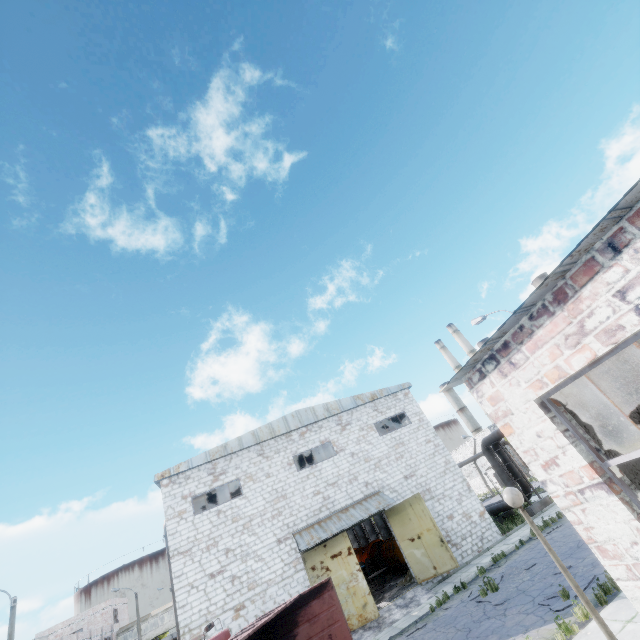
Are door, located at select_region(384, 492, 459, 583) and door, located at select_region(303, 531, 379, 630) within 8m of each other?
yes

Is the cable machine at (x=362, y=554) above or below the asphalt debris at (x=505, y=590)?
above

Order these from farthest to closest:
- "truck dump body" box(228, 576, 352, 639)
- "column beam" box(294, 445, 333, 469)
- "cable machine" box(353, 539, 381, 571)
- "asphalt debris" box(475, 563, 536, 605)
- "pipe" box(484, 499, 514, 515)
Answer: "column beam" box(294, 445, 333, 469) < "cable machine" box(353, 539, 381, 571) < "pipe" box(484, 499, 514, 515) < "asphalt debris" box(475, 563, 536, 605) < "truck dump body" box(228, 576, 352, 639)

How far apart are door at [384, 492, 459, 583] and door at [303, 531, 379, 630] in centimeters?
329cm

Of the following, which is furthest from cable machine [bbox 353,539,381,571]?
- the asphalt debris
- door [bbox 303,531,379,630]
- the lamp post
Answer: the lamp post

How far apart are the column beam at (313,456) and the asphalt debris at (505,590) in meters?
16.9 m

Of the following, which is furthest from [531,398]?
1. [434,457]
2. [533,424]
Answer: [434,457]

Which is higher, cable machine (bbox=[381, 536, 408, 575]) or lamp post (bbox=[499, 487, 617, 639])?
lamp post (bbox=[499, 487, 617, 639])
